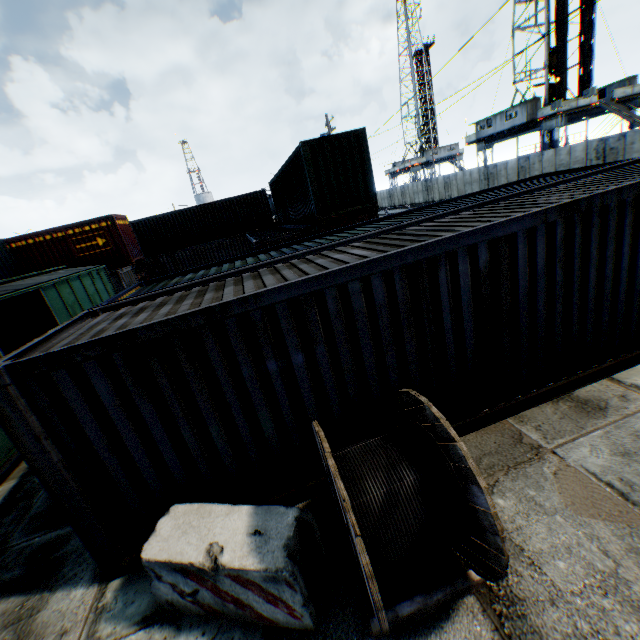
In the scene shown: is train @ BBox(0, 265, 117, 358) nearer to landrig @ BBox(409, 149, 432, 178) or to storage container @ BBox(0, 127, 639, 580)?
storage container @ BBox(0, 127, 639, 580)

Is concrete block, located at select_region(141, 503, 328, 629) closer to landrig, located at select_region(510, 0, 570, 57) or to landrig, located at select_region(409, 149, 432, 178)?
landrig, located at select_region(510, 0, 570, 57)

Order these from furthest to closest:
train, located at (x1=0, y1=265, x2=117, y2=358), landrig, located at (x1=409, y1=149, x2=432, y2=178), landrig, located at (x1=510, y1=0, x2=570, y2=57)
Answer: landrig, located at (x1=409, y1=149, x2=432, y2=178)
landrig, located at (x1=510, y1=0, x2=570, y2=57)
train, located at (x1=0, y1=265, x2=117, y2=358)

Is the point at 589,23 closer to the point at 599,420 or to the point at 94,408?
the point at 599,420

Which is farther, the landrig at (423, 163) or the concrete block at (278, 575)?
the landrig at (423, 163)

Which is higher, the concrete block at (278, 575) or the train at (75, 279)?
the train at (75, 279)

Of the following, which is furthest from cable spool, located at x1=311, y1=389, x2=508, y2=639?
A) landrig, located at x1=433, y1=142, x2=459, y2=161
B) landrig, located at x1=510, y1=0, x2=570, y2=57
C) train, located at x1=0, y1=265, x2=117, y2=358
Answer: landrig, located at x1=433, y1=142, x2=459, y2=161

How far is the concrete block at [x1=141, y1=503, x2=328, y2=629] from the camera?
3.0 meters
